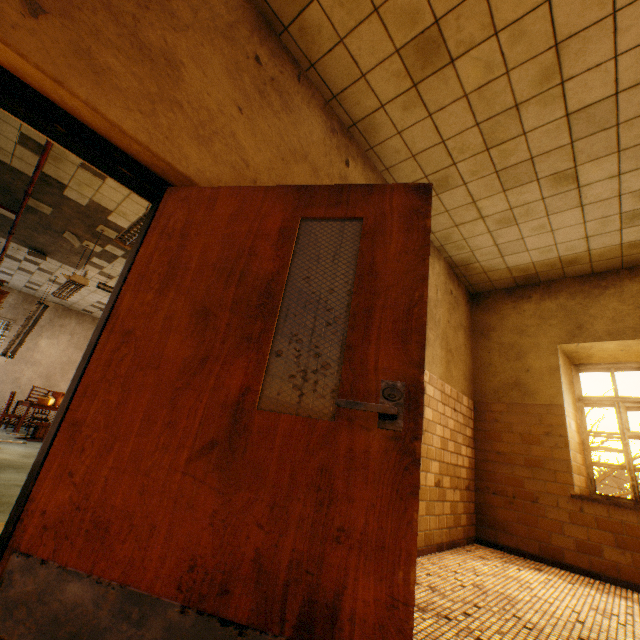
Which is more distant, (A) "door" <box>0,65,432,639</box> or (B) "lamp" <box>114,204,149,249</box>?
(B) "lamp" <box>114,204,149,249</box>

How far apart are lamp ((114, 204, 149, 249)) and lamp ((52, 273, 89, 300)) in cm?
222

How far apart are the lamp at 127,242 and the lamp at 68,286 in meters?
2.2

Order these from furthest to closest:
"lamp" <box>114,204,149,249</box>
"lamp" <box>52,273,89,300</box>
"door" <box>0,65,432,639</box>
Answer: "lamp" <box>52,273,89,300</box> < "lamp" <box>114,204,149,249</box> < "door" <box>0,65,432,639</box>

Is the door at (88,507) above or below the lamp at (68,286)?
below

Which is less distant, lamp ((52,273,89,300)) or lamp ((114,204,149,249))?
lamp ((114,204,149,249))

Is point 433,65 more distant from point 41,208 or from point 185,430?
point 41,208

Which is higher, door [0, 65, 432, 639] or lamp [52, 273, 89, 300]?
lamp [52, 273, 89, 300]
